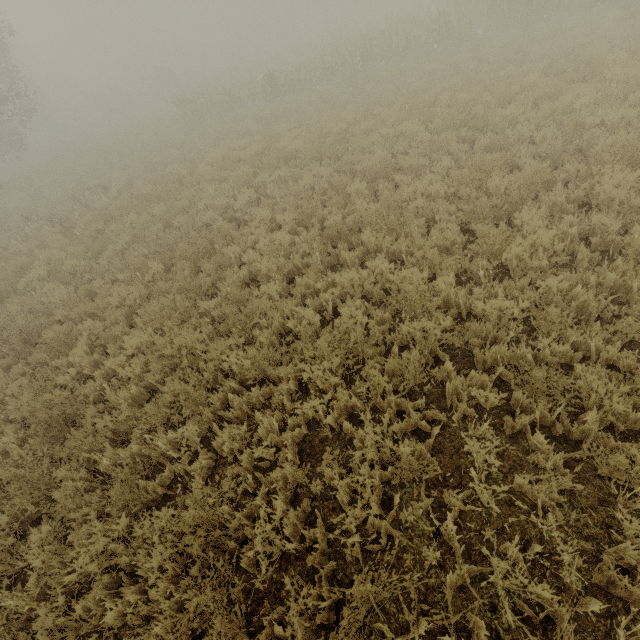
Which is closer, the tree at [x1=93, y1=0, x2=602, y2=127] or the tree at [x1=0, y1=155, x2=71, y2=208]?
the tree at [x1=93, y1=0, x2=602, y2=127]

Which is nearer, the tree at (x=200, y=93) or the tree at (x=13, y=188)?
the tree at (x=200, y=93)

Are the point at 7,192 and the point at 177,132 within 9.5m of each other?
no
